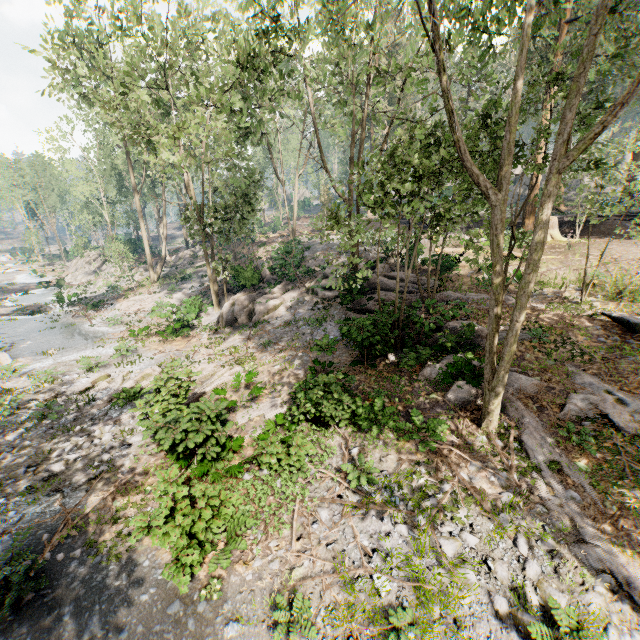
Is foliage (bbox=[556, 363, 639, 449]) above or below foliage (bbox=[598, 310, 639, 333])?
below

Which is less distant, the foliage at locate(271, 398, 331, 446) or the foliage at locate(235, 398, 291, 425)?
the foliage at locate(271, 398, 331, 446)

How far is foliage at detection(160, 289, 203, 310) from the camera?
22.0m

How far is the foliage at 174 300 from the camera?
22.0 meters

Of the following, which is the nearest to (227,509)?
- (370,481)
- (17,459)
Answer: (370,481)

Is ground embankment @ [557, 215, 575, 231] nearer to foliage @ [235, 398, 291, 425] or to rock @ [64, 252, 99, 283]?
foliage @ [235, 398, 291, 425]

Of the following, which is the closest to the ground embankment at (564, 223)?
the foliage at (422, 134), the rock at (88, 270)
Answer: the foliage at (422, 134)
